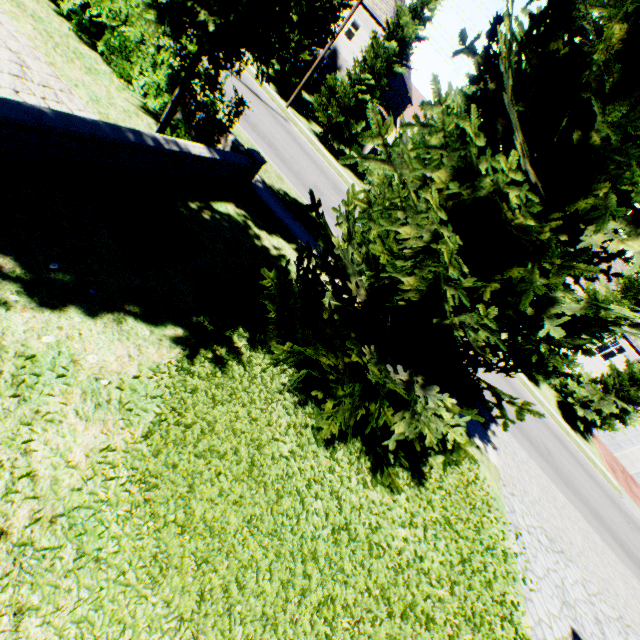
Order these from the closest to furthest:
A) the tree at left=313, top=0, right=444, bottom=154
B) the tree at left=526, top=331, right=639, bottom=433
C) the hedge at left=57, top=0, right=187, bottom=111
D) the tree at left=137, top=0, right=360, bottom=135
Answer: the tree at left=137, top=0, right=360, bottom=135, the hedge at left=57, top=0, right=187, bottom=111, the tree at left=313, top=0, right=444, bottom=154, the tree at left=526, top=331, right=639, bottom=433

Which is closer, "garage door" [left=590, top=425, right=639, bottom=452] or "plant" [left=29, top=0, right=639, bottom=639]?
"plant" [left=29, top=0, right=639, bottom=639]

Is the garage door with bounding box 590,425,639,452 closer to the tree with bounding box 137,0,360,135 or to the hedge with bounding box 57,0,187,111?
the tree with bounding box 137,0,360,135

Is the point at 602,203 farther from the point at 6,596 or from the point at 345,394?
the point at 6,596

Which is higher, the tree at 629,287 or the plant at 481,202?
the tree at 629,287

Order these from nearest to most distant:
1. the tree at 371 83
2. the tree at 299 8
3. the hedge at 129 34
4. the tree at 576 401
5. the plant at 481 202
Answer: the plant at 481 202 < the tree at 299 8 < the hedge at 129 34 < the tree at 371 83 < the tree at 576 401

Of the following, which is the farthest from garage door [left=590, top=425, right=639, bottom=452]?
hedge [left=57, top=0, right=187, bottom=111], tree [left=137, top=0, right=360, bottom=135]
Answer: hedge [left=57, top=0, right=187, bottom=111]
